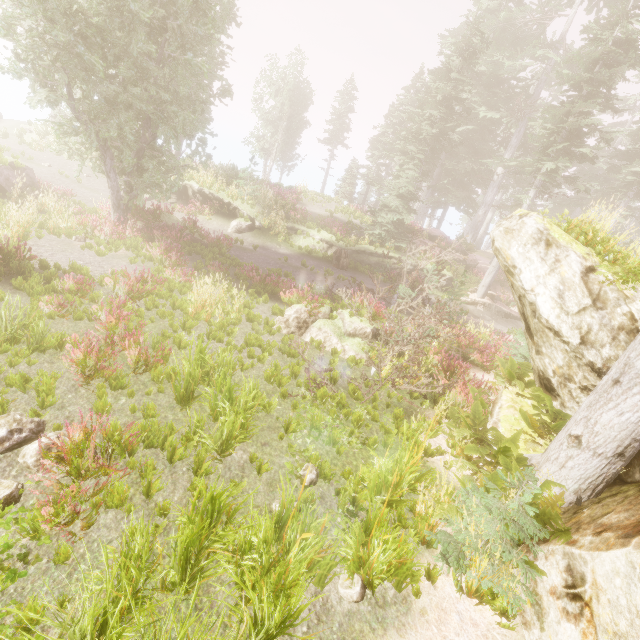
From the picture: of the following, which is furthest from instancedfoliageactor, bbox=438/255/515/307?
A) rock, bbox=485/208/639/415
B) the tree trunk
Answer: the tree trunk

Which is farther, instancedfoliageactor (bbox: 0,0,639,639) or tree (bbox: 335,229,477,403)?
tree (bbox: 335,229,477,403)

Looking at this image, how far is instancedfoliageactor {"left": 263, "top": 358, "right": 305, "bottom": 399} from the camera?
7.5 meters

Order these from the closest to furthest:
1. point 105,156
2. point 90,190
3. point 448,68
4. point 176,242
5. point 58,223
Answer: point 58,223, point 105,156, point 176,242, point 90,190, point 448,68

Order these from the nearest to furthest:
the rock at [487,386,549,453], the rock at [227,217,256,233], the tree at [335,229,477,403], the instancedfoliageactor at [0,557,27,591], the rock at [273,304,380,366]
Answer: the instancedfoliageactor at [0,557,27,591] → the rock at [487,386,549,453] → the tree at [335,229,477,403] → the rock at [273,304,380,366] → the rock at [227,217,256,233]

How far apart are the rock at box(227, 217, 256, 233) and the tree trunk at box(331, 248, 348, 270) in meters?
5.5

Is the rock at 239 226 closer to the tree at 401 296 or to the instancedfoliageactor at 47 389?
the instancedfoliageactor at 47 389

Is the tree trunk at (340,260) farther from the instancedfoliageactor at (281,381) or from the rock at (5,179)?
the rock at (5,179)
